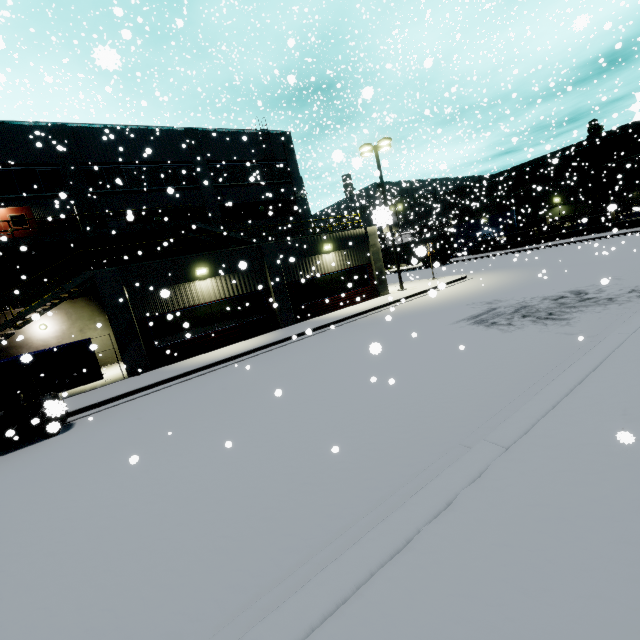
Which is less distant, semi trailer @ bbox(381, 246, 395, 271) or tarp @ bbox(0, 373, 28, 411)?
tarp @ bbox(0, 373, 28, 411)

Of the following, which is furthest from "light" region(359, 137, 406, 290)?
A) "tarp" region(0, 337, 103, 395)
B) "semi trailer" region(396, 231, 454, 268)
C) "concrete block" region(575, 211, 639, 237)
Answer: "tarp" region(0, 337, 103, 395)

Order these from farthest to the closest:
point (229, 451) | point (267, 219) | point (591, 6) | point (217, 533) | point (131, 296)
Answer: point (267, 219) < point (591, 6) < point (131, 296) < point (229, 451) < point (217, 533)

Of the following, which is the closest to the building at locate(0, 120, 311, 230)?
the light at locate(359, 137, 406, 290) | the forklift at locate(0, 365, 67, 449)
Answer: the light at locate(359, 137, 406, 290)

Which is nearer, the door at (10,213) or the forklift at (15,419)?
the forklift at (15,419)

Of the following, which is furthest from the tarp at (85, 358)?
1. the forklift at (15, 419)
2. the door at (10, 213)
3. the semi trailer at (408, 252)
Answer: the semi trailer at (408, 252)

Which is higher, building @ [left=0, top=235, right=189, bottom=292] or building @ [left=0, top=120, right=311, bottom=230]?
building @ [left=0, top=120, right=311, bottom=230]

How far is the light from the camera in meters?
20.6 m
